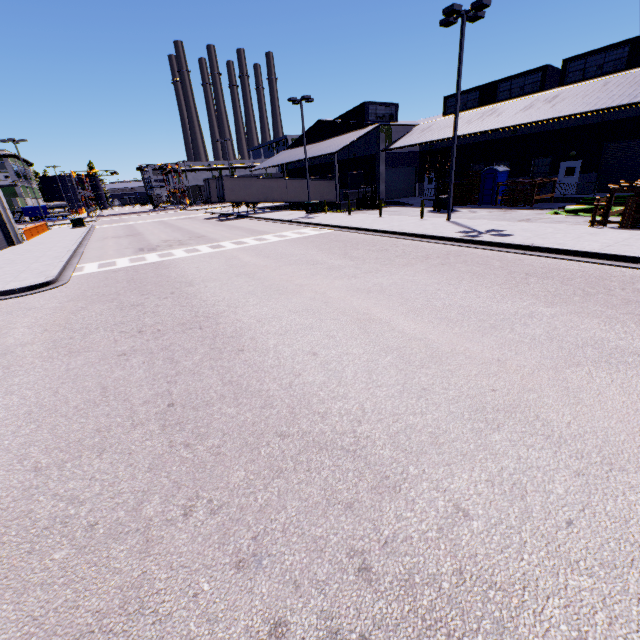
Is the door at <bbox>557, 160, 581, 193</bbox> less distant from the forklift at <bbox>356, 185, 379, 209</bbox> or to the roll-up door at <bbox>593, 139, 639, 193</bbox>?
the roll-up door at <bbox>593, 139, 639, 193</bbox>

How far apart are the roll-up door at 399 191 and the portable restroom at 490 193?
11.79m

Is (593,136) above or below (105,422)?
above

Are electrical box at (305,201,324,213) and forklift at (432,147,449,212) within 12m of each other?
yes

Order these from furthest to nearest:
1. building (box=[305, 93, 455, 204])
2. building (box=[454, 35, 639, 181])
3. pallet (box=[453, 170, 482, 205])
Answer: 1. building (box=[305, 93, 455, 204])
2. pallet (box=[453, 170, 482, 205])
3. building (box=[454, 35, 639, 181])

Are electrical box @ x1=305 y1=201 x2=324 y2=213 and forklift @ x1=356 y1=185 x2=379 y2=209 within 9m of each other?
yes

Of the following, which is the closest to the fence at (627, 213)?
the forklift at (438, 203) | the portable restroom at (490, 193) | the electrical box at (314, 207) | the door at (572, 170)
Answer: the forklift at (438, 203)

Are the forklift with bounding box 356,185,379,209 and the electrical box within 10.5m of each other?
yes
